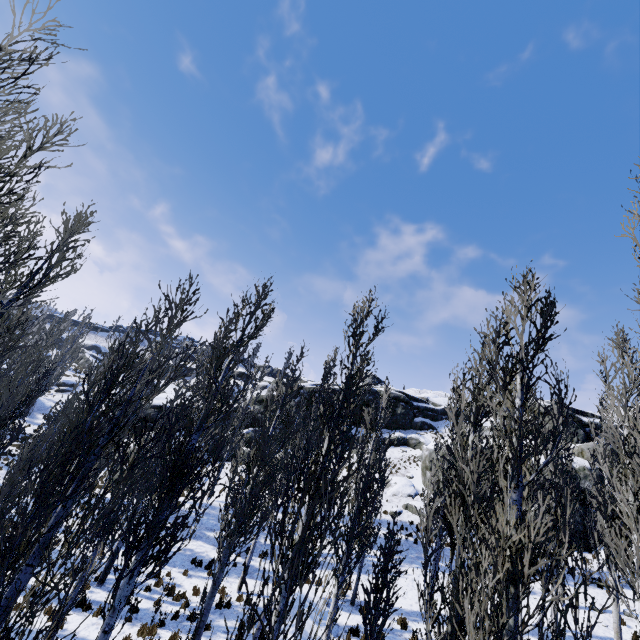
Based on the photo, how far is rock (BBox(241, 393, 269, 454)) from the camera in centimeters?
3469cm

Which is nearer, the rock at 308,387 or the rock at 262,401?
the rock at 262,401

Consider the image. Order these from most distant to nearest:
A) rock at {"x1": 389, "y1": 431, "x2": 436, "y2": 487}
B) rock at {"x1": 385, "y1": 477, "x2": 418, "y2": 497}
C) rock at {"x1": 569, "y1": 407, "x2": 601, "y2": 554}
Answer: rock at {"x1": 389, "y1": 431, "x2": 436, "y2": 487} < rock at {"x1": 385, "y1": 477, "x2": 418, "y2": 497} < rock at {"x1": 569, "y1": 407, "x2": 601, "y2": 554}

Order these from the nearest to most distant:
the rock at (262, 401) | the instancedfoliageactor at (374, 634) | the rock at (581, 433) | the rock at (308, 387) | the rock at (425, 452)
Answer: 1. the instancedfoliageactor at (374, 634)
2. the rock at (581, 433)
3. the rock at (425, 452)
4. the rock at (262, 401)
5. the rock at (308, 387)

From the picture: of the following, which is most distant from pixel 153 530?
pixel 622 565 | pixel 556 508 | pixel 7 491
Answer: pixel 556 508

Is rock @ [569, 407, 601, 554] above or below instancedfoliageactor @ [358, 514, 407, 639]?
above
